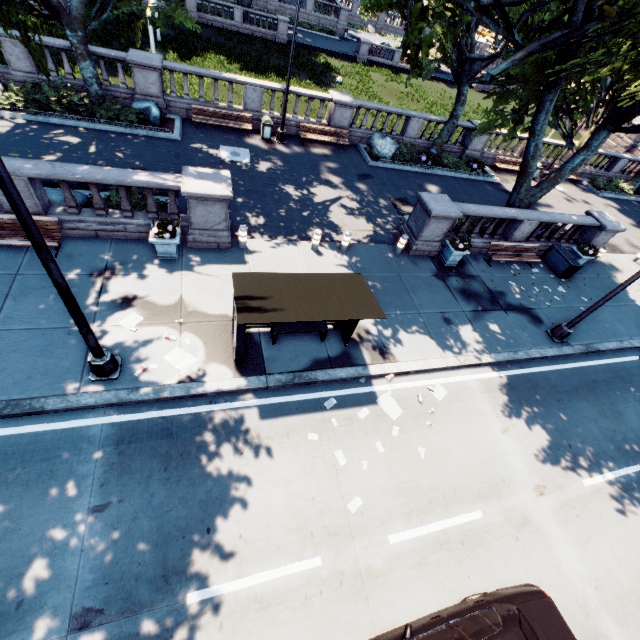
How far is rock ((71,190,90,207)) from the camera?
10.3 meters

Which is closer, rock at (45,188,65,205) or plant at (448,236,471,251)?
rock at (45,188,65,205)

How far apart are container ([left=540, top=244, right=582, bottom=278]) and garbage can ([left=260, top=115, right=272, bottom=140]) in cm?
1533

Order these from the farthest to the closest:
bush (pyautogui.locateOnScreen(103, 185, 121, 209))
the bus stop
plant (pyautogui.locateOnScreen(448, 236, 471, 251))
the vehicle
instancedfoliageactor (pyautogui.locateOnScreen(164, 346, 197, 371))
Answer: plant (pyautogui.locateOnScreen(448, 236, 471, 251)) < bush (pyautogui.locateOnScreen(103, 185, 121, 209)) < instancedfoliageactor (pyautogui.locateOnScreen(164, 346, 197, 371)) < the bus stop < the vehicle

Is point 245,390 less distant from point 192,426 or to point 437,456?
point 192,426

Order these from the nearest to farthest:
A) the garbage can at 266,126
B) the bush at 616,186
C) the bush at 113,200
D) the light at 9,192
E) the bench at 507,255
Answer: the light at 9,192 → the bush at 113,200 → the bench at 507,255 → the garbage can at 266,126 → the bush at 616,186

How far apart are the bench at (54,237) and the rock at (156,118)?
9.20m

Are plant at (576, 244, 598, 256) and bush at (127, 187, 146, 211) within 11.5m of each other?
Answer: no
